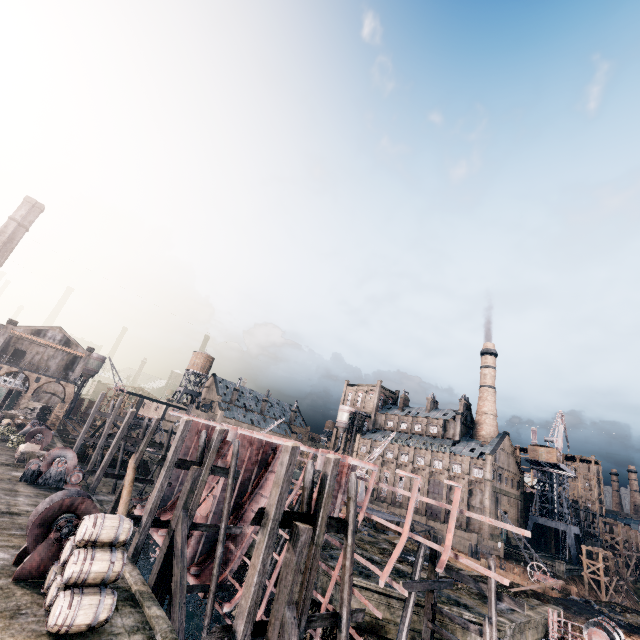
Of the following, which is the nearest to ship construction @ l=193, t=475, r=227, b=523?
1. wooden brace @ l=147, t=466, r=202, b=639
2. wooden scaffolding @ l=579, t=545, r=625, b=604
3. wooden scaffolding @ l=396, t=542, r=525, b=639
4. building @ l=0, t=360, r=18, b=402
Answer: wooden scaffolding @ l=396, t=542, r=525, b=639

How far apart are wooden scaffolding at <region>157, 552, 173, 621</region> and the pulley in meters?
24.0

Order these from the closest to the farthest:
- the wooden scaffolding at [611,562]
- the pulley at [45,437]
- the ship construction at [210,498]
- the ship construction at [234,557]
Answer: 1. the ship construction at [234,557]
2. the ship construction at [210,498]
3. the pulley at [45,437]
4. the wooden scaffolding at [611,562]

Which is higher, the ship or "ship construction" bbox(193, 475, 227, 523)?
the ship

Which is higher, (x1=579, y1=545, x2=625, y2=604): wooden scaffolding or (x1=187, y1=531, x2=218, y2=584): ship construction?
(x1=579, y1=545, x2=625, y2=604): wooden scaffolding

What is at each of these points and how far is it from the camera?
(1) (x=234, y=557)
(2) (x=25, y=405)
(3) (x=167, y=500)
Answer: (1) ship construction, 19.6 meters
(2) wooden chest, 46.2 meters
(3) ship construction, 29.3 meters

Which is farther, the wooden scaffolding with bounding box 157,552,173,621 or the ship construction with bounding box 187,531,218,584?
the ship construction with bounding box 187,531,218,584

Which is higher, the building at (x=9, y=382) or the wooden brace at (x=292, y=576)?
the building at (x=9, y=382)
